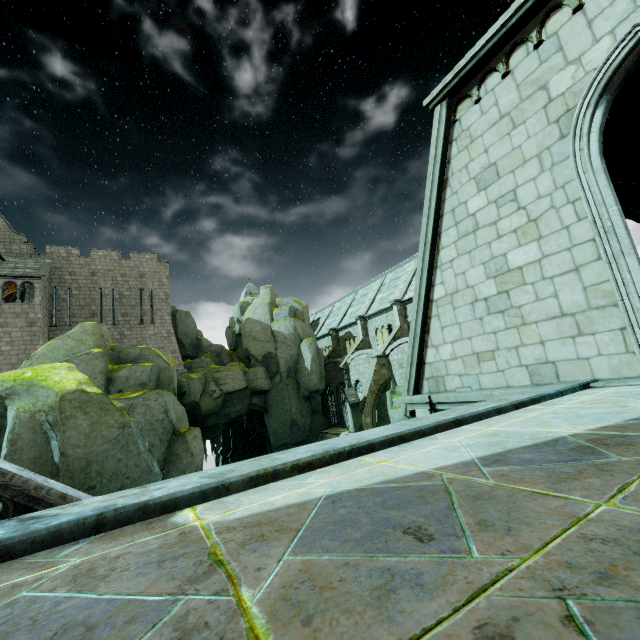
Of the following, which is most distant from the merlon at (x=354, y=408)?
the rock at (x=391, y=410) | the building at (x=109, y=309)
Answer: the building at (x=109, y=309)

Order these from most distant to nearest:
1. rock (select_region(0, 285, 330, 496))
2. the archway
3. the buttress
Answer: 1. the archway
2. the buttress
3. rock (select_region(0, 285, 330, 496))

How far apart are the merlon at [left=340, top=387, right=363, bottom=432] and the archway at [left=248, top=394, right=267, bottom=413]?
10.12m

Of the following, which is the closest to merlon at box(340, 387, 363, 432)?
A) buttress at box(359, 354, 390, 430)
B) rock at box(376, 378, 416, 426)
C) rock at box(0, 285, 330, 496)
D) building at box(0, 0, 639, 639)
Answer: buttress at box(359, 354, 390, 430)

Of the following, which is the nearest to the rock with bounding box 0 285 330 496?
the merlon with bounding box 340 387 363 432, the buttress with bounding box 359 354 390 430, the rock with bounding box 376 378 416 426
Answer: the rock with bounding box 376 378 416 426

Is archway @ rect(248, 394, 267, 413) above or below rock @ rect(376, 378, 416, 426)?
above

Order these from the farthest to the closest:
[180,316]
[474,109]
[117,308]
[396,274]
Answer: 1. [180,316]
2. [396,274]
3. [117,308]
4. [474,109]

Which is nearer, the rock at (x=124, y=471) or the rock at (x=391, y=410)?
the rock at (x=124, y=471)
